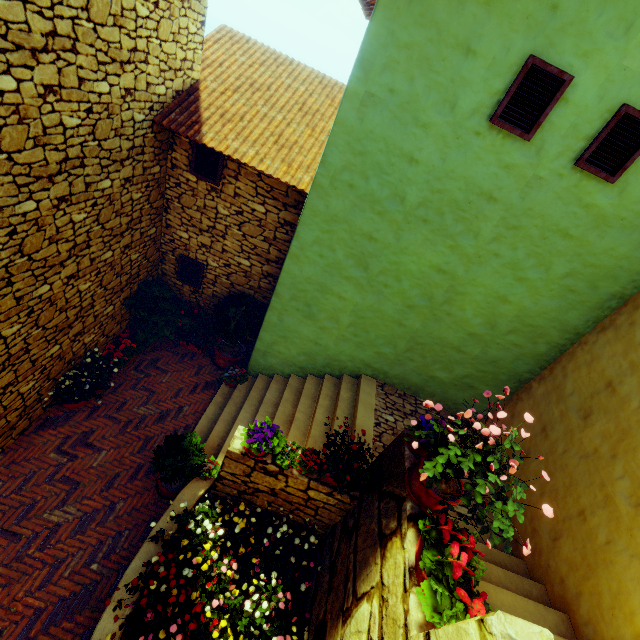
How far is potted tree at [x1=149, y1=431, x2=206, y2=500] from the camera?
4.8m

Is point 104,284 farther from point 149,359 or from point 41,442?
point 41,442

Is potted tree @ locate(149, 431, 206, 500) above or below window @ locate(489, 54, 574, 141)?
below

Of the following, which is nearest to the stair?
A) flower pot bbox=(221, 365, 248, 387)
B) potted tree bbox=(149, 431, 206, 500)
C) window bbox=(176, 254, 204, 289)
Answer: flower pot bbox=(221, 365, 248, 387)

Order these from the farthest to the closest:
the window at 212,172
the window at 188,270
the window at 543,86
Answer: the window at 188,270, the window at 212,172, the window at 543,86

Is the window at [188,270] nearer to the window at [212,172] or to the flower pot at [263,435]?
the window at [212,172]

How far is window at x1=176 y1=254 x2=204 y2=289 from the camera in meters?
7.1

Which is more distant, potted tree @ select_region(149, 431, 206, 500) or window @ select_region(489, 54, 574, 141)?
potted tree @ select_region(149, 431, 206, 500)
